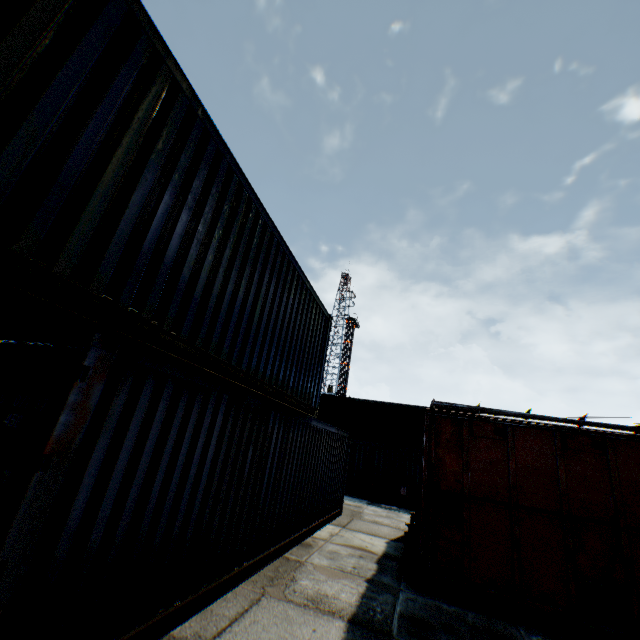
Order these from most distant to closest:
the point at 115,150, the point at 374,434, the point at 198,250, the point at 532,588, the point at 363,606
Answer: the point at 374,434
the point at 532,588
the point at 363,606
the point at 198,250
the point at 115,150

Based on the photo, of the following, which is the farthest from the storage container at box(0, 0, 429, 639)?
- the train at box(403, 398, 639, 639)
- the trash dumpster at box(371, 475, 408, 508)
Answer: the trash dumpster at box(371, 475, 408, 508)

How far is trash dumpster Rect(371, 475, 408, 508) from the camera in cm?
1702

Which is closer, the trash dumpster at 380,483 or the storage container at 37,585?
the storage container at 37,585

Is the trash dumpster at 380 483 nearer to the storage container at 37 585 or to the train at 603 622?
the train at 603 622

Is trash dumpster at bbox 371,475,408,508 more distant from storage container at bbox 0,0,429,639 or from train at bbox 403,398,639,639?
storage container at bbox 0,0,429,639
